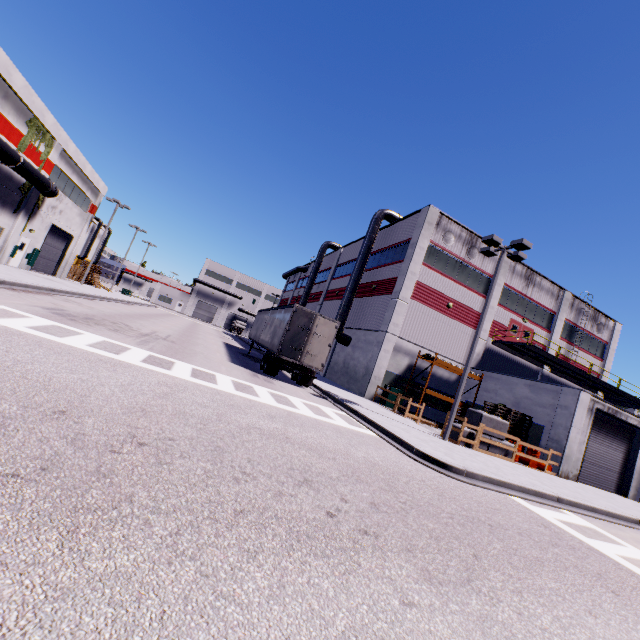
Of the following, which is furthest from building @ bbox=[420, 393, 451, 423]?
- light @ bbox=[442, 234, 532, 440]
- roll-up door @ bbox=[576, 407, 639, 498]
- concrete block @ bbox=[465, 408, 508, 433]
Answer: light @ bbox=[442, 234, 532, 440]

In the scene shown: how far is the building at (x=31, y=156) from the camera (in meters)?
21.83

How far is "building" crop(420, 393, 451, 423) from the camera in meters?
24.2 m

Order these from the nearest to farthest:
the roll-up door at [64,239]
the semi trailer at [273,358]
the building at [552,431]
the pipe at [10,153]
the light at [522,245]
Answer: the light at [522,245]
the semi trailer at [273,358]
the building at [552,431]
the pipe at [10,153]
the roll-up door at [64,239]

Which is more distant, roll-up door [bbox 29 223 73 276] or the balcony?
roll-up door [bbox 29 223 73 276]

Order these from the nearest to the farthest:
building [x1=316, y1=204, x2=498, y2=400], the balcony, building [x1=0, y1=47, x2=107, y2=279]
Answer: building [x1=0, y1=47, x2=107, y2=279]
building [x1=316, y1=204, x2=498, y2=400]
the balcony

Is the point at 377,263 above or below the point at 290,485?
above

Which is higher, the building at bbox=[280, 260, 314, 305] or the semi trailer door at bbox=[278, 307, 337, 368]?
the building at bbox=[280, 260, 314, 305]
